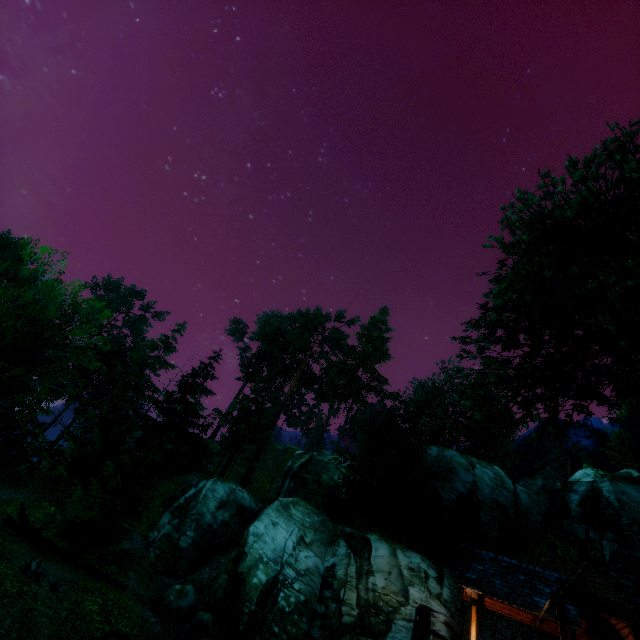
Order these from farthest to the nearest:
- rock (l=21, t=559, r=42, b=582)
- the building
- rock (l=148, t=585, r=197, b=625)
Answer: rock (l=148, t=585, r=197, b=625), rock (l=21, t=559, r=42, b=582), the building

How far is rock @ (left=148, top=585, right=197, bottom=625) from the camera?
16.3m

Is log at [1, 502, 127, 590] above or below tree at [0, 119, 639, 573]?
below

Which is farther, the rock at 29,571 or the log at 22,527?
the log at 22,527

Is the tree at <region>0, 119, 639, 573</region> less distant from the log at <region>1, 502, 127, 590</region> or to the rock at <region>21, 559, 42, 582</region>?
the log at <region>1, 502, 127, 590</region>

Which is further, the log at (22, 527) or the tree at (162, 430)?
the log at (22, 527)

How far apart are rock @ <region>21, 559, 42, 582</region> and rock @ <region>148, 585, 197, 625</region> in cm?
861

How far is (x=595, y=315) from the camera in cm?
955
